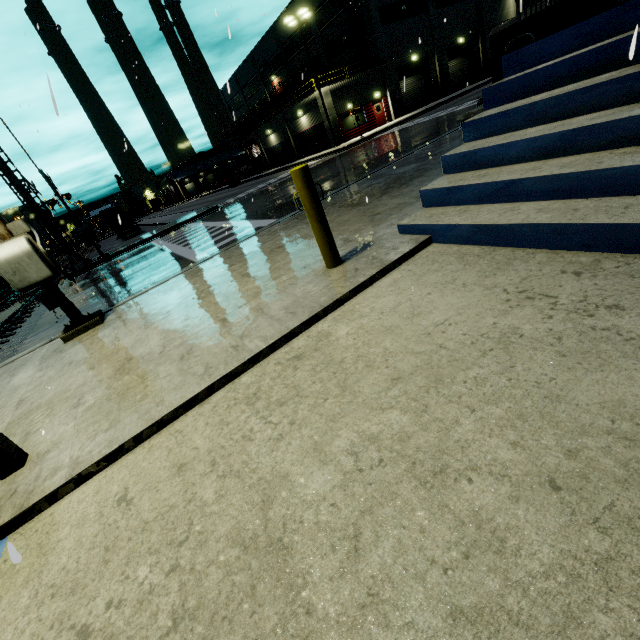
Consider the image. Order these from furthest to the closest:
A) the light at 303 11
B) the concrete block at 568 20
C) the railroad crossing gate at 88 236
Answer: the light at 303 11 < the railroad crossing gate at 88 236 < the concrete block at 568 20

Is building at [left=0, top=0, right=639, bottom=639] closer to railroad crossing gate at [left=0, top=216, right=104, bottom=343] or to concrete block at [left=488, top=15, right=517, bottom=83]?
concrete block at [left=488, top=15, right=517, bottom=83]

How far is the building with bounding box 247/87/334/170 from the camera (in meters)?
31.39

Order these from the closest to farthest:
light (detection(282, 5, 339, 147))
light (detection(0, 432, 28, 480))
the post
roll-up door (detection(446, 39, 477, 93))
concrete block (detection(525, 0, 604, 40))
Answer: light (detection(0, 432, 28, 480))
the post
concrete block (detection(525, 0, 604, 40))
light (detection(282, 5, 339, 147))
roll-up door (detection(446, 39, 477, 93))

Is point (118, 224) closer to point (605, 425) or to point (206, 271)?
point (206, 271)

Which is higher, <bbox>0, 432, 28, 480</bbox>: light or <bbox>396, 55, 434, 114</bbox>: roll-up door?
<bbox>396, 55, 434, 114</bbox>: roll-up door

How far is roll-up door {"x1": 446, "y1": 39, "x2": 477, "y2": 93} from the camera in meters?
36.8 m

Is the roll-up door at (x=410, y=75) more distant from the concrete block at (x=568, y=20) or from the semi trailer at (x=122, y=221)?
the concrete block at (x=568, y=20)
